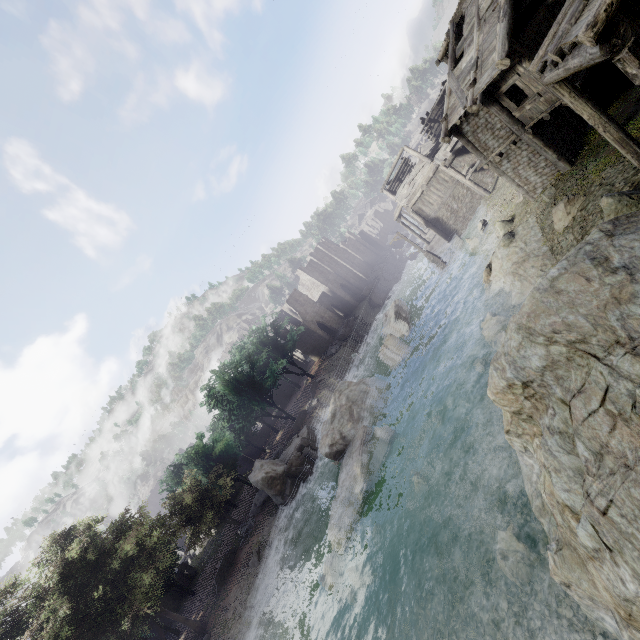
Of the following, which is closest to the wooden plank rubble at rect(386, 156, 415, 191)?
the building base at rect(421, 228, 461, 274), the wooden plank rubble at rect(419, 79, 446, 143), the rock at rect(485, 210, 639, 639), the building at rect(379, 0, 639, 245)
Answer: the building at rect(379, 0, 639, 245)

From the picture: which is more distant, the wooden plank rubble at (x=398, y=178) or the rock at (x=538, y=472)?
the wooden plank rubble at (x=398, y=178)

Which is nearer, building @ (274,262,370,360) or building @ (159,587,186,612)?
building @ (159,587,186,612)

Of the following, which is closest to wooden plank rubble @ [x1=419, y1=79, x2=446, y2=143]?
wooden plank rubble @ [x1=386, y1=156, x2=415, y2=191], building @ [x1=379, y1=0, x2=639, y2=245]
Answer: building @ [x1=379, y1=0, x2=639, y2=245]

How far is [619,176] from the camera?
11.68m

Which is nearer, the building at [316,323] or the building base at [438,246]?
the building base at [438,246]

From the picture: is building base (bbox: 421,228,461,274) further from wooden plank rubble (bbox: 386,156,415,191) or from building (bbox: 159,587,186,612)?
wooden plank rubble (bbox: 386,156,415,191)

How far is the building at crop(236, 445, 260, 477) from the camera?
46.0 meters
